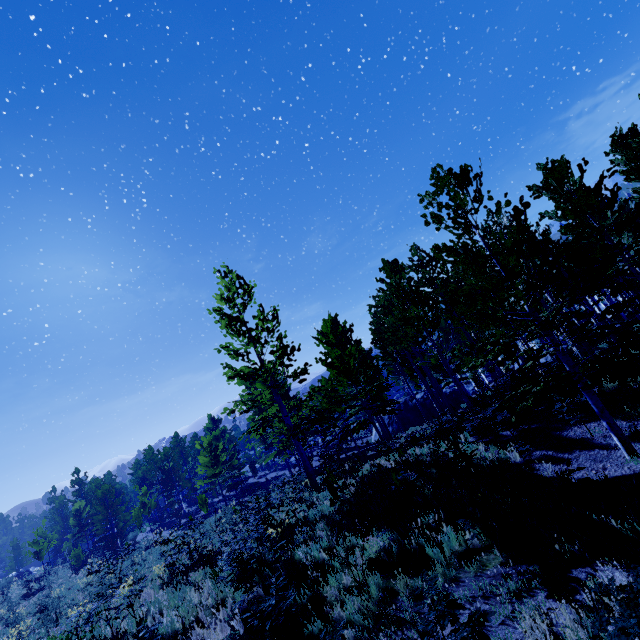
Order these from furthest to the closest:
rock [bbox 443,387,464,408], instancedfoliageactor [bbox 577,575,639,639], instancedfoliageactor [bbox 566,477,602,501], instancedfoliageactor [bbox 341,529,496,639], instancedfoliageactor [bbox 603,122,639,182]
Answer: rock [bbox 443,387,464,408] < instancedfoliageactor [bbox 603,122,639,182] < instancedfoliageactor [bbox 566,477,602,501] < instancedfoliageactor [bbox 341,529,496,639] < instancedfoliageactor [bbox 577,575,639,639]

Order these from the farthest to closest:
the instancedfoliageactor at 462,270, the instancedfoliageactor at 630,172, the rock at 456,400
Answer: the rock at 456,400
the instancedfoliageactor at 630,172
the instancedfoliageactor at 462,270

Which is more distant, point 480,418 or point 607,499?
point 480,418

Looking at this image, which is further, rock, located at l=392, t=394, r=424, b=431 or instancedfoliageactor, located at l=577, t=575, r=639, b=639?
rock, located at l=392, t=394, r=424, b=431

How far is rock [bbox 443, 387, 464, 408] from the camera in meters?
32.6 m

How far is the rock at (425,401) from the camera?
32.7 meters
